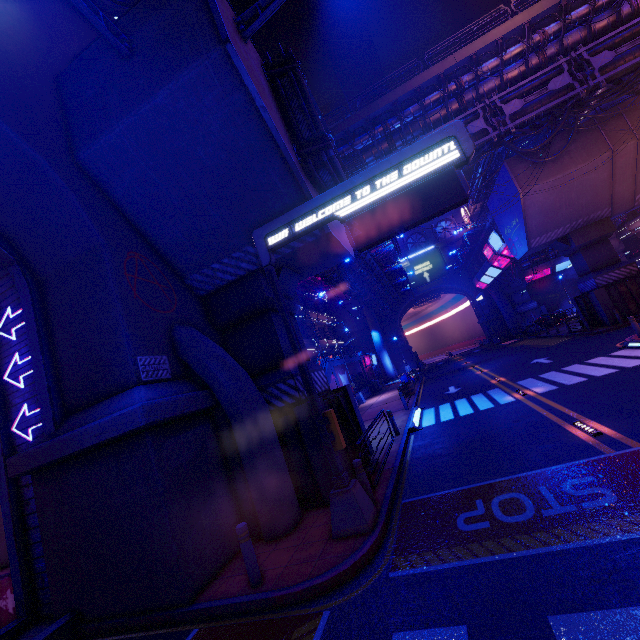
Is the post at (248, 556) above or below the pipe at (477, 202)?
below

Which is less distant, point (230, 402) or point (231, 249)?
point (230, 402)

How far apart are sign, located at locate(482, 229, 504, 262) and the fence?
19.0m

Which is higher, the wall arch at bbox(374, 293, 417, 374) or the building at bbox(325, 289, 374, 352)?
the building at bbox(325, 289, 374, 352)

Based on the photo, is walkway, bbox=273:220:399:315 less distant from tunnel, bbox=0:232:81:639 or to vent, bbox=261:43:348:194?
vent, bbox=261:43:348:194

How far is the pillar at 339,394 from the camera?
9.9m

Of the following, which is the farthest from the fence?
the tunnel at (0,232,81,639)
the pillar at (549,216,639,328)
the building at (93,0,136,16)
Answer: the building at (93,0,136,16)

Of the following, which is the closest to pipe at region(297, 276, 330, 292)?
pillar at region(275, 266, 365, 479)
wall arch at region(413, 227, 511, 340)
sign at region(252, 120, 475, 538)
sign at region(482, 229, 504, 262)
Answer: wall arch at region(413, 227, 511, 340)
